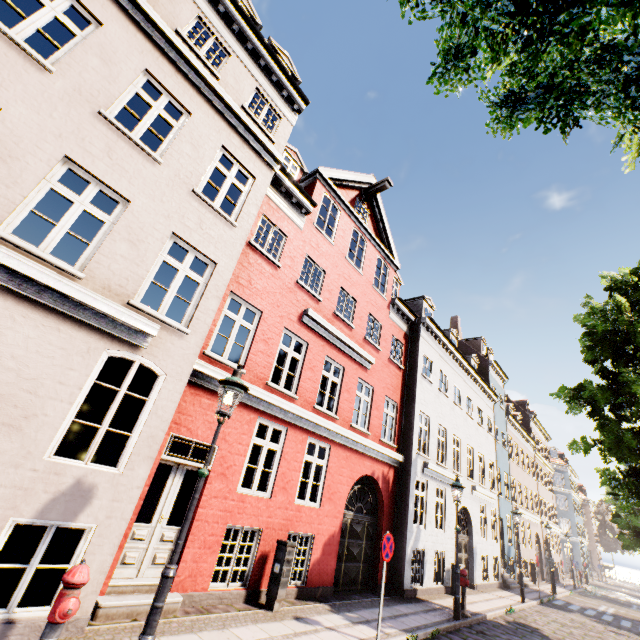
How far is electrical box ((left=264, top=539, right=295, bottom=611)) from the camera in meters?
7.1 m

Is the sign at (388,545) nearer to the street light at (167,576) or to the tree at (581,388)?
the street light at (167,576)

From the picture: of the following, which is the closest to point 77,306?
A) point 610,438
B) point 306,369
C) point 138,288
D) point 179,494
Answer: point 138,288

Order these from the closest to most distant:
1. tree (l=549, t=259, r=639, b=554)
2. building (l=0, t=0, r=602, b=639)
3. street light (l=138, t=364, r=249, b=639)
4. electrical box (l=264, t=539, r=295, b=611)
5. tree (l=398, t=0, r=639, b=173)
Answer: tree (l=398, t=0, r=639, b=173), street light (l=138, t=364, r=249, b=639), building (l=0, t=0, r=602, b=639), electrical box (l=264, t=539, r=295, b=611), tree (l=549, t=259, r=639, b=554)

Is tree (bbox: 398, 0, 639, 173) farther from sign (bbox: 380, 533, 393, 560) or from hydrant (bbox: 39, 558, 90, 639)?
sign (bbox: 380, 533, 393, 560)

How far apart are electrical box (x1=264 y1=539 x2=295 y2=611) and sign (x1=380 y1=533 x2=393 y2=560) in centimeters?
203cm

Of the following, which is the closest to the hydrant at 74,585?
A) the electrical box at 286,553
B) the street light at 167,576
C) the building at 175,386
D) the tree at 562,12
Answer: the street light at 167,576
